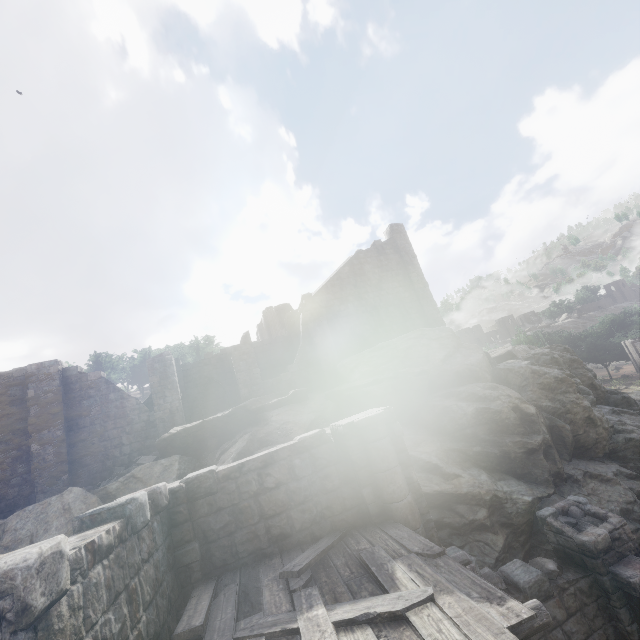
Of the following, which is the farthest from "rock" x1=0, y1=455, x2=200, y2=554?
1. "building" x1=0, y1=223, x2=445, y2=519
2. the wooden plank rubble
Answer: the wooden plank rubble

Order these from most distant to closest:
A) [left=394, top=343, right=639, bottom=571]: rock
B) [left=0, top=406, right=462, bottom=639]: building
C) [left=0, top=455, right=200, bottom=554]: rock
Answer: [left=0, top=455, right=200, bottom=554]: rock, [left=394, top=343, right=639, bottom=571]: rock, [left=0, top=406, right=462, bottom=639]: building

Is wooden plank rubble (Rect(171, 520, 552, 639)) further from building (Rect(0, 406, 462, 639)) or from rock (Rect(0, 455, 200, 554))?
rock (Rect(0, 455, 200, 554))

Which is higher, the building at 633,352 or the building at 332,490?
the building at 332,490

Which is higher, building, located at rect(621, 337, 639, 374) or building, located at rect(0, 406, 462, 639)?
building, located at rect(0, 406, 462, 639)

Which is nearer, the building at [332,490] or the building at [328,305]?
the building at [332,490]

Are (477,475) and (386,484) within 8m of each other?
yes

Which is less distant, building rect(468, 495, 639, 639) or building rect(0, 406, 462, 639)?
building rect(0, 406, 462, 639)
